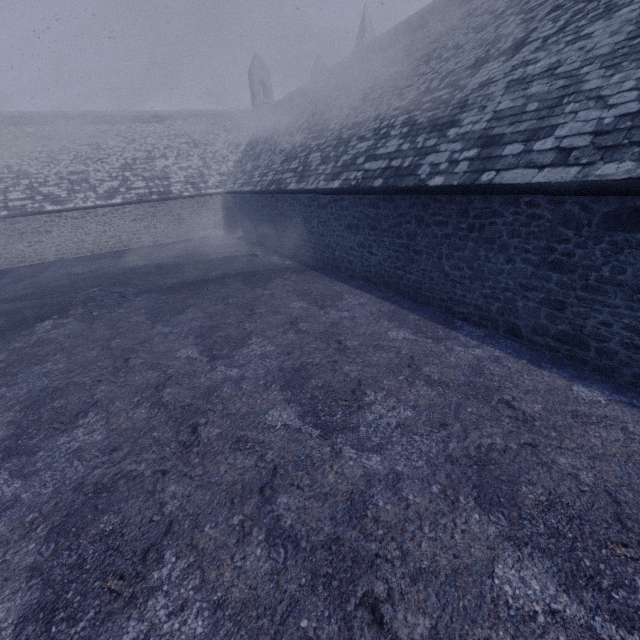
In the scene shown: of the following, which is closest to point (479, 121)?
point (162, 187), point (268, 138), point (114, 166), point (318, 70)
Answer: point (268, 138)
